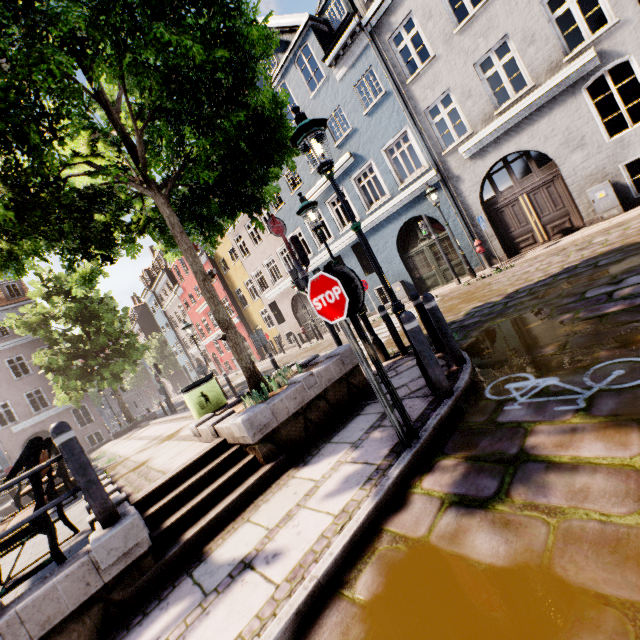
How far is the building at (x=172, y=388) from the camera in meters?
50.8

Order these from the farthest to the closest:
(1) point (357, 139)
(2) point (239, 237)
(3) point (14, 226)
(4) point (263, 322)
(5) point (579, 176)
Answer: (4) point (263, 322) < (2) point (239, 237) < (1) point (357, 139) < (5) point (579, 176) < (3) point (14, 226)

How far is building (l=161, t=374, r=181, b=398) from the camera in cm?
5078

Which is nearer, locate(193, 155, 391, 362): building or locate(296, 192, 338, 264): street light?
locate(296, 192, 338, 264): street light

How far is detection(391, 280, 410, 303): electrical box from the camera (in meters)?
15.26

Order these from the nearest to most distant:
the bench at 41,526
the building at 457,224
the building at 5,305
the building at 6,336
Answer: the bench at 41,526, the building at 457,224, the building at 6,336, the building at 5,305

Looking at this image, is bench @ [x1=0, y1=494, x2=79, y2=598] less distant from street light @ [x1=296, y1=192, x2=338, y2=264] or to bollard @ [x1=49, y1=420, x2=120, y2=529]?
bollard @ [x1=49, y1=420, x2=120, y2=529]

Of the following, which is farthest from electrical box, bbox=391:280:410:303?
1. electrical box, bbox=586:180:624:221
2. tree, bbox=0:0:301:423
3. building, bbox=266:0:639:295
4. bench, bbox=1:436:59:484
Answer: bench, bbox=1:436:59:484
